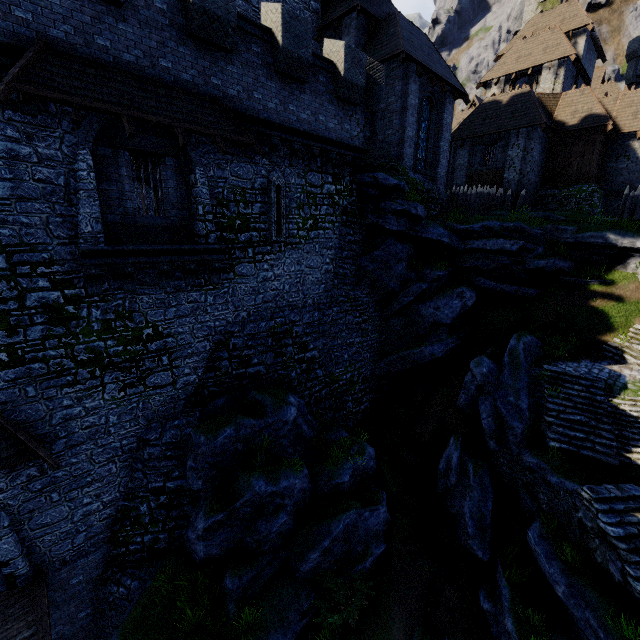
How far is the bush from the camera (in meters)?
10.39

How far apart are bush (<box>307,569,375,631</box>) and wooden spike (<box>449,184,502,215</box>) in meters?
20.1

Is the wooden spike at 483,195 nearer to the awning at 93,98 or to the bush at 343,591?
the awning at 93,98

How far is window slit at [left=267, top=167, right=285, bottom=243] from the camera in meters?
12.4 m

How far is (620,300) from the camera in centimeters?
1742cm

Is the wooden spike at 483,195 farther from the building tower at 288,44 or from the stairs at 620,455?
the stairs at 620,455

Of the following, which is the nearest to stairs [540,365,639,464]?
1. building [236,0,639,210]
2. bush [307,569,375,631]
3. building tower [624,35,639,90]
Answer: bush [307,569,375,631]

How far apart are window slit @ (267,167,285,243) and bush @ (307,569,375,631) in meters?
12.3 m
